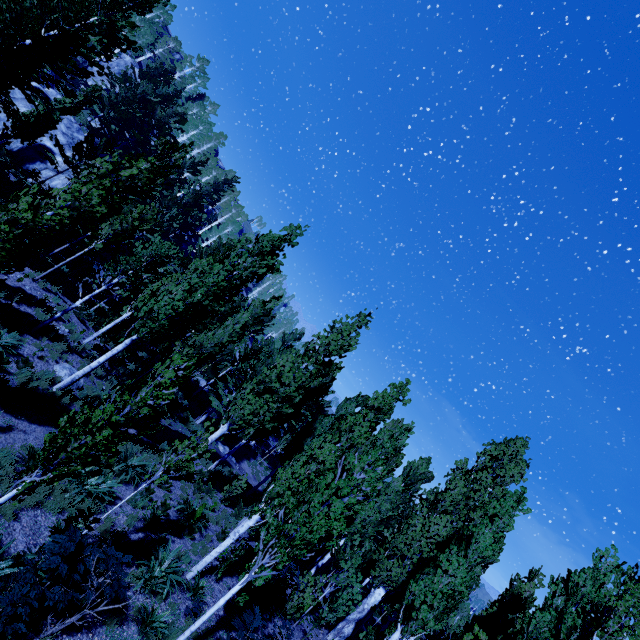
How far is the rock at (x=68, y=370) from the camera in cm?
1244

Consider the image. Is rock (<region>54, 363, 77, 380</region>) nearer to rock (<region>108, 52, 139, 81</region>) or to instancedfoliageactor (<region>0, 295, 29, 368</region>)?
instancedfoliageactor (<region>0, 295, 29, 368</region>)

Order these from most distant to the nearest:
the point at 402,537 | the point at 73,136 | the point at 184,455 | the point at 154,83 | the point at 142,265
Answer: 1. the point at 154,83
2. the point at 73,136
3. the point at 402,537
4. the point at 142,265
5. the point at 184,455

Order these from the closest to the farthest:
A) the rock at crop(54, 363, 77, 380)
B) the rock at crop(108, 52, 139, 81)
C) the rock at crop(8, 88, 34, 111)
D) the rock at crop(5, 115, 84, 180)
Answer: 1. the rock at crop(54, 363, 77, 380)
2. the rock at crop(5, 115, 84, 180)
3. the rock at crop(8, 88, 34, 111)
4. the rock at crop(108, 52, 139, 81)

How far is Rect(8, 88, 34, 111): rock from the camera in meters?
22.8

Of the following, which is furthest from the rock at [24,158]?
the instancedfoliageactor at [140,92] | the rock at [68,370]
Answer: the rock at [68,370]

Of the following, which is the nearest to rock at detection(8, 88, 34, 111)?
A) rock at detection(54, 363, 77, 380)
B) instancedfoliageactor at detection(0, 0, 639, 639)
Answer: instancedfoliageactor at detection(0, 0, 639, 639)

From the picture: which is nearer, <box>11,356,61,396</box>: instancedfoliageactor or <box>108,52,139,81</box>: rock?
<box>11,356,61,396</box>: instancedfoliageactor
